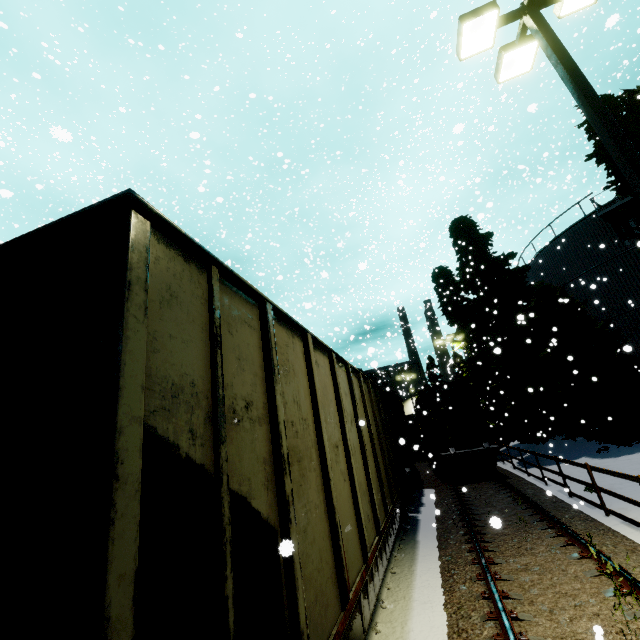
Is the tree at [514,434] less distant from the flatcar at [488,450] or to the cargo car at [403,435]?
the cargo car at [403,435]

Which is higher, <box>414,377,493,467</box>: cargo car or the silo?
the silo

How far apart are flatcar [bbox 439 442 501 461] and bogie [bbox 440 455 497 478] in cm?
1

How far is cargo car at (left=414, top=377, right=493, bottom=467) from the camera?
17.6m

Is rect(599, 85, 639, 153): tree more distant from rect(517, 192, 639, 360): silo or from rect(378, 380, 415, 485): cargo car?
rect(378, 380, 415, 485): cargo car

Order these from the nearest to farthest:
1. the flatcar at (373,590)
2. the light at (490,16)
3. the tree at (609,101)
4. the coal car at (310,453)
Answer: the coal car at (310,453), the flatcar at (373,590), the light at (490,16), the tree at (609,101)

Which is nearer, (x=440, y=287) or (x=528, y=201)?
(x=440, y=287)
